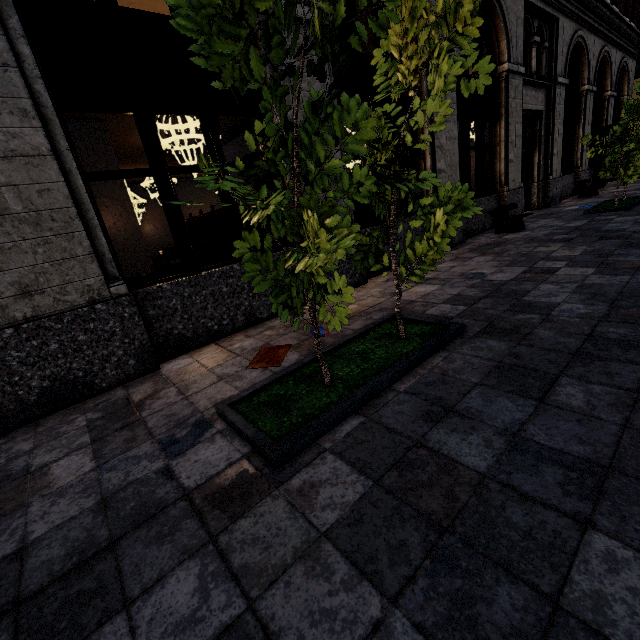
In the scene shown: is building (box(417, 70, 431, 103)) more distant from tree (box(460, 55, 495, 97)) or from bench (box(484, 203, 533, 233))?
tree (box(460, 55, 495, 97))

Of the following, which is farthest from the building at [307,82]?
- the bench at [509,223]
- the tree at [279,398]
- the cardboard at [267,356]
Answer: the tree at [279,398]

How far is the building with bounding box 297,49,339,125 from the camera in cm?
488

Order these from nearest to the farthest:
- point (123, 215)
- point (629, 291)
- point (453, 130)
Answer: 1. point (629, 291)
2. point (453, 130)
3. point (123, 215)

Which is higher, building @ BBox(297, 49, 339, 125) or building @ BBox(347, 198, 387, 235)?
building @ BBox(297, 49, 339, 125)

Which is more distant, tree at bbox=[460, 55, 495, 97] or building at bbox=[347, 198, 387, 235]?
building at bbox=[347, 198, 387, 235]

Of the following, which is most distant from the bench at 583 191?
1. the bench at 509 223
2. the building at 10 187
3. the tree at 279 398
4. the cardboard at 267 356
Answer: the cardboard at 267 356

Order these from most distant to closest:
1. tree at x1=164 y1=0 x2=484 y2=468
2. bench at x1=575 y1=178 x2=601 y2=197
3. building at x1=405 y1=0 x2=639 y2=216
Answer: bench at x1=575 y1=178 x2=601 y2=197 → building at x1=405 y1=0 x2=639 y2=216 → tree at x1=164 y1=0 x2=484 y2=468
